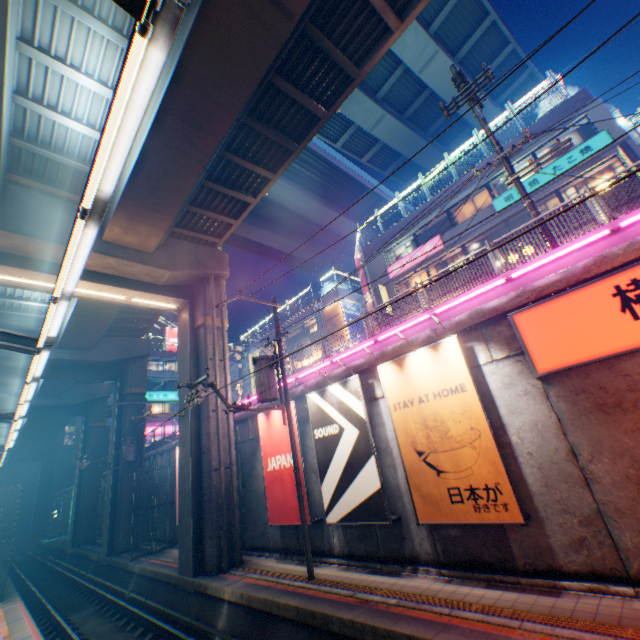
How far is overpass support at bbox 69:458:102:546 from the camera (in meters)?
30.48

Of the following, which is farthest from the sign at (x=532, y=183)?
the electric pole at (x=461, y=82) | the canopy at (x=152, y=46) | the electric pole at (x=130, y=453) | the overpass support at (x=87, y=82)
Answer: the electric pole at (x=130, y=453)

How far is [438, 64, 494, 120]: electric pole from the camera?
11.09m

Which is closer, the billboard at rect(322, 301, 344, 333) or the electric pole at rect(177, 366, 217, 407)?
the electric pole at rect(177, 366, 217, 407)

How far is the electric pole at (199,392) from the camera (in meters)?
9.63

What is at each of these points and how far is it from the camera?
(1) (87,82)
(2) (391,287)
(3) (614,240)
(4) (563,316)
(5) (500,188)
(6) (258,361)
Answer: (1) overpass support, 9.9m
(2) building, 24.5m
(3) concrete block, 7.2m
(4) sign, 7.3m
(5) window glass, 20.2m
(6) electric pole, 11.8m

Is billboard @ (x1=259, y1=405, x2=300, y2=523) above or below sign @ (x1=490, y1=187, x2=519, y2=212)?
below

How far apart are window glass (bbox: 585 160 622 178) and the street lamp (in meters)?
21.18
